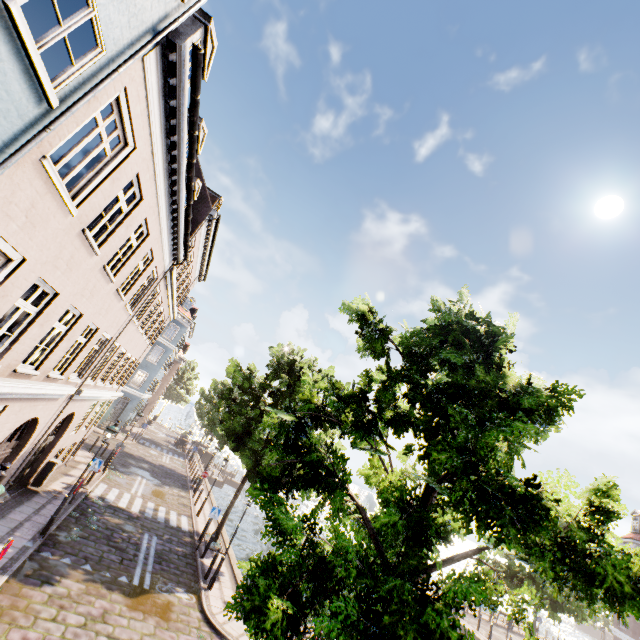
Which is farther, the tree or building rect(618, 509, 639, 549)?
building rect(618, 509, 639, 549)

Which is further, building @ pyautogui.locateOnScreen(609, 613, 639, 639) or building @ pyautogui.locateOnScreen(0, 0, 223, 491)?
building @ pyautogui.locateOnScreen(609, 613, 639, 639)

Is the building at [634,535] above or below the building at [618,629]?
above

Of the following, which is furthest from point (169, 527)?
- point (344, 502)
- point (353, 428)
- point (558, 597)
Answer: point (558, 597)

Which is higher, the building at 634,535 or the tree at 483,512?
the building at 634,535

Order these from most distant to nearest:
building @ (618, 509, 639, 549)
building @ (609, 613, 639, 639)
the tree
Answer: building @ (618, 509, 639, 549)
building @ (609, 613, 639, 639)
the tree
